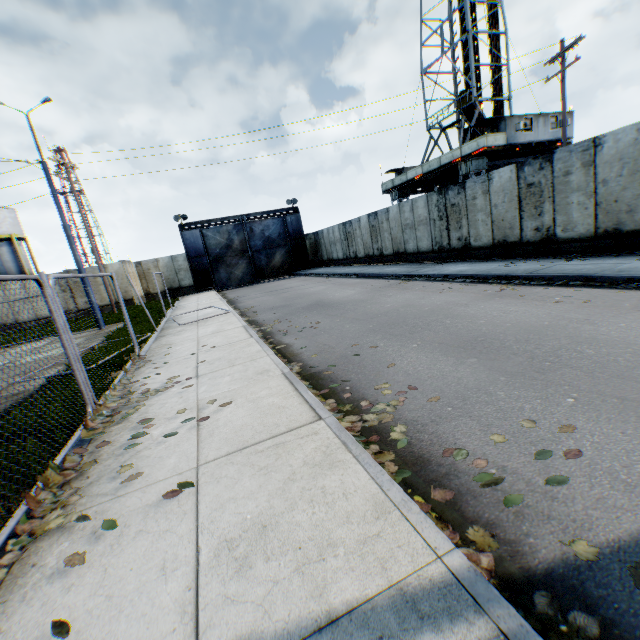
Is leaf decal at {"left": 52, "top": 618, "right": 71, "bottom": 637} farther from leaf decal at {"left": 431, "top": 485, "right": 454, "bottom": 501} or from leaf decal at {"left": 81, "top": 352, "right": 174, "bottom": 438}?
leaf decal at {"left": 431, "top": 485, "right": 454, "bottom": 501}

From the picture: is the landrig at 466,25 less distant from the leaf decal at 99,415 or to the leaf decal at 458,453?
the leaf decal at 458,453

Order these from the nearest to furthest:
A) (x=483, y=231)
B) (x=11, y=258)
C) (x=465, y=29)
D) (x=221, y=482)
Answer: (x=221, y=482), (x=483, y=231), (x=465, y=29), (x=11, y=258)

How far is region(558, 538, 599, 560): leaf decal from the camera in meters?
1.9 m

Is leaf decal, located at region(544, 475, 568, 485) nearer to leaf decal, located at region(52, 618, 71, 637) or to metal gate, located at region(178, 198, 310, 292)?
leaf decal, located at region(52, 618, 71, 637)

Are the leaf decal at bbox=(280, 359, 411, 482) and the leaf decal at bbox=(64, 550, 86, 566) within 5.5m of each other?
yes

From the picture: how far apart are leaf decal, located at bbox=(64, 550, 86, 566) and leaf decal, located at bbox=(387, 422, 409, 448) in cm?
170

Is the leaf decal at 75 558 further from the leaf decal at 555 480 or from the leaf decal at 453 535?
the leaf decal at 555 480
